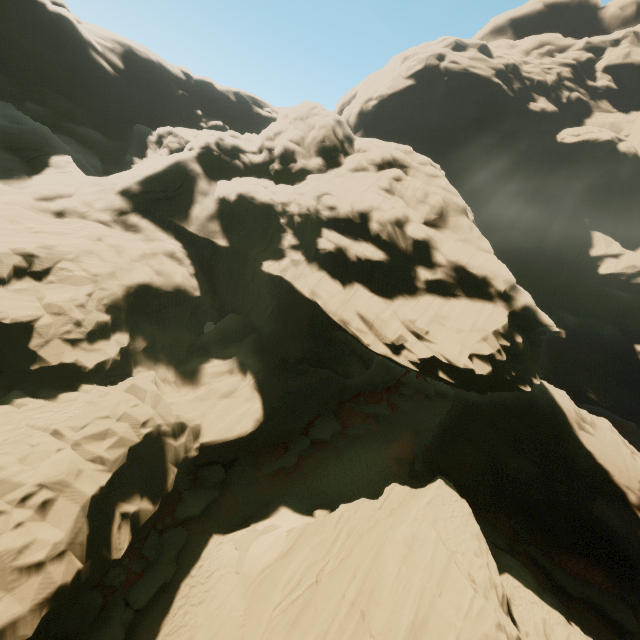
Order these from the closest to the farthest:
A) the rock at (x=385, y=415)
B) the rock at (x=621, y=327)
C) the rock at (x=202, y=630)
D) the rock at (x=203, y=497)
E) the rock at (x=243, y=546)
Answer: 1. the rock at (x=621, y=327)
2. the rock at (x=202, y=630)
3. the rock at (x=243, y=546)
4. the rock at (x=203, y=497)
5. the rock at (x=385, y=415)

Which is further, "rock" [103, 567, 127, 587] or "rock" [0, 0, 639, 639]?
"rock" [103, 567, 127, 587]

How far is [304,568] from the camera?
15.62m

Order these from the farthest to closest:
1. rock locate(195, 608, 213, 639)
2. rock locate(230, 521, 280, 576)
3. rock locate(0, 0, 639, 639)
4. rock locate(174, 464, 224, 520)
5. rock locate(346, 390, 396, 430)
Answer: rock locate(346, 390, 396, 430)
rock locate(174, 464, 224, 520)
rock locate(230, 521, 280, 576)
rock locate(195, 608, 213, 639)
rock locate(0, 0, 639, 639)

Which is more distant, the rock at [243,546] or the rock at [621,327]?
the rock at [243,546]

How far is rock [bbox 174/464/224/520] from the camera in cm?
1920
